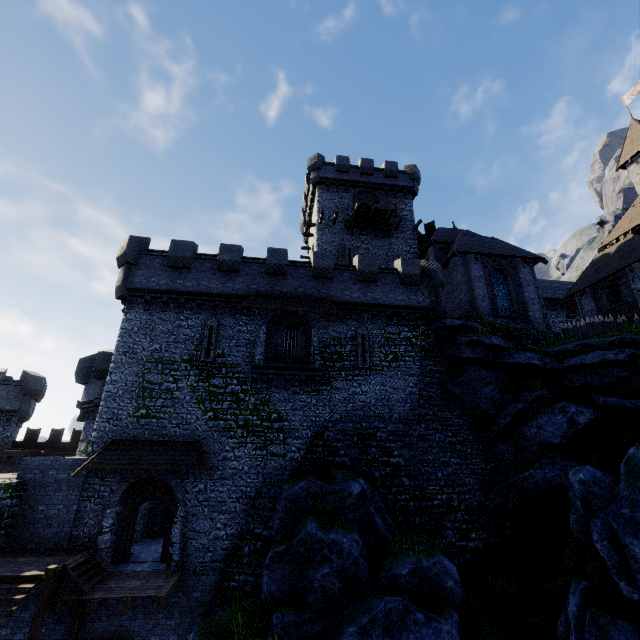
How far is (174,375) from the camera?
18.0 meters

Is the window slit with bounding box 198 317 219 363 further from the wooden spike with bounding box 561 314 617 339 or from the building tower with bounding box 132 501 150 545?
the wooden spike with bounding box 561 314 617 339

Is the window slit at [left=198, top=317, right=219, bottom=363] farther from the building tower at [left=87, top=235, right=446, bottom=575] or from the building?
the building

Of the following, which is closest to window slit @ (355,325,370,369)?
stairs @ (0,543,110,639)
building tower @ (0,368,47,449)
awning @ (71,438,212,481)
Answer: awning @ (71,438,212,481)

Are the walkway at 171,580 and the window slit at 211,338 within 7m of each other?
no

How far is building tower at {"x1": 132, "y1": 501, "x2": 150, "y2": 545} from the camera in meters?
18.4

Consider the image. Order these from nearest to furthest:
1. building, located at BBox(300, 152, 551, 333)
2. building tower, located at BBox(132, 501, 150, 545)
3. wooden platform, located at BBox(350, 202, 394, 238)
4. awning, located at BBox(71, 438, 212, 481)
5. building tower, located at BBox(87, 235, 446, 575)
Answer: awning, located at BBox(71, 438, 212, 481), building tower, located at BBox(87, 235, 446, 575), building tower, located at BBox(132, 501, 150, 545), building, located at BBox(300, 152, 551, 333), wooden platform, located at BBox(350, 202, 394, 238)

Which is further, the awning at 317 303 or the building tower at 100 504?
the awning at 317 303
